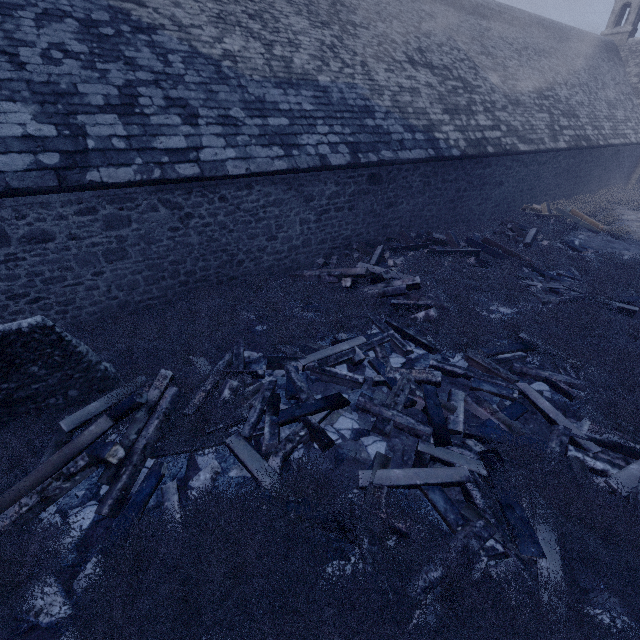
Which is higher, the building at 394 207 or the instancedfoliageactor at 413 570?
the building at 394 207

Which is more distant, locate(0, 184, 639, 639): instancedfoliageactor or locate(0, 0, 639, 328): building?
locate(0, 0, 639, 328): building

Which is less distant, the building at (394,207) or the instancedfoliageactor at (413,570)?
the instancedfoliageactor at (413,570)

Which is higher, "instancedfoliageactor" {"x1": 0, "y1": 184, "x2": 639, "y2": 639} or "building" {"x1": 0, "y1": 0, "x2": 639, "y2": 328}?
"building" {"x1": 0, "y1": 0, "x2": 639, "y2": 328}

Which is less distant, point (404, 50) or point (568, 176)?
point (404, 50)
